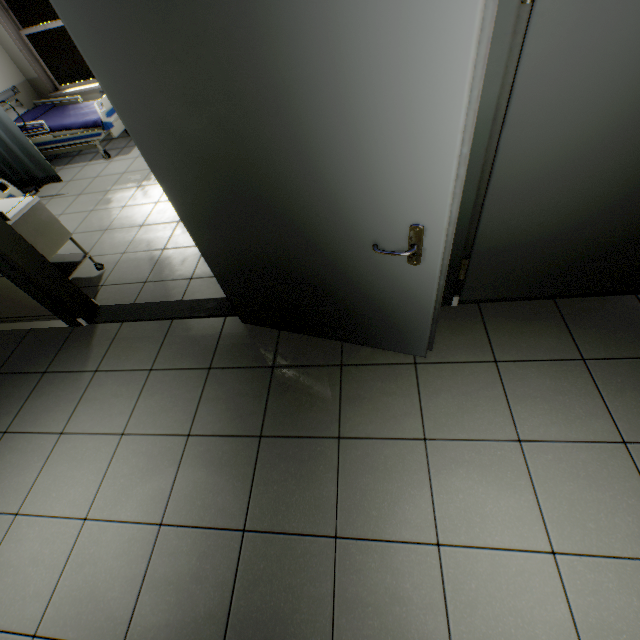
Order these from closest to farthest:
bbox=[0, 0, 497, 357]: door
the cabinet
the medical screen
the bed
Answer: bbox=[0, 0, 497, 357]: door, the cabinet, the medical screen, the bed

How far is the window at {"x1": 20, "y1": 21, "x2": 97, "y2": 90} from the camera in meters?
5.4

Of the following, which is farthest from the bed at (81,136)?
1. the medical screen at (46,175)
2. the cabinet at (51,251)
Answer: the cabinet at (51,251)

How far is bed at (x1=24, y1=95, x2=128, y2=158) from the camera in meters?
4.9

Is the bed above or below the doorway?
below

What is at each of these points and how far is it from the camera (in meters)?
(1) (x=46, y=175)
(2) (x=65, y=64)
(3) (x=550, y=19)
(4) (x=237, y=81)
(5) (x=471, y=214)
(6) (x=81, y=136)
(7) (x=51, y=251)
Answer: (1) medical screen, 4.64
(2) window, 5.70
(3) door, 1.15
(4) door, 1.14
(5) doorway, 1.78
(6) bed, 5.08
(7) cabinet, 2.91

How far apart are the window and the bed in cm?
99

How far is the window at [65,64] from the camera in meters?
5.4 m
